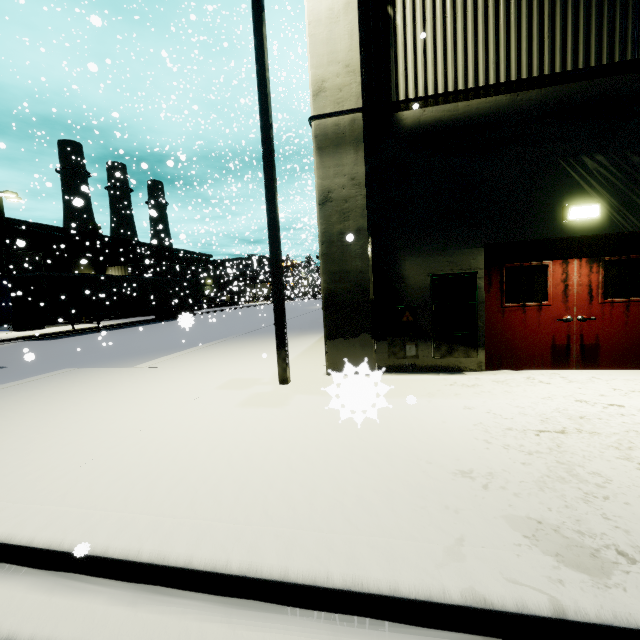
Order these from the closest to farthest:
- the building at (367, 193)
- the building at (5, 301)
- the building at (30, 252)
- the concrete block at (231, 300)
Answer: the building at (367, 193), the building at (5, 301), the building at (30, 252), the concrete block at (231, 300)

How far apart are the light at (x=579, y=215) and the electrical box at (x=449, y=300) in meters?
1.6

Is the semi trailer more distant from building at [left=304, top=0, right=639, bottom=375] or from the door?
the door

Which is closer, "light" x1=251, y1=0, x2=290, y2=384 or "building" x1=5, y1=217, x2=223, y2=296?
"light" x1=251, y1=0, x2=290, y2=384

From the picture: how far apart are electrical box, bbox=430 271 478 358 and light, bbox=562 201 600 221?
1.6m

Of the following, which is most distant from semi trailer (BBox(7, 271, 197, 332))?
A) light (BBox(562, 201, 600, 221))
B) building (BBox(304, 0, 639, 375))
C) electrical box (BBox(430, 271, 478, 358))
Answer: light (BBox(562, 201, 600, 221))

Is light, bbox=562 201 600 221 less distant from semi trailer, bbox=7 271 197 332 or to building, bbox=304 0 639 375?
building, bbox=304 0 639 375

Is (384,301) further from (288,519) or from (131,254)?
(131,254)
